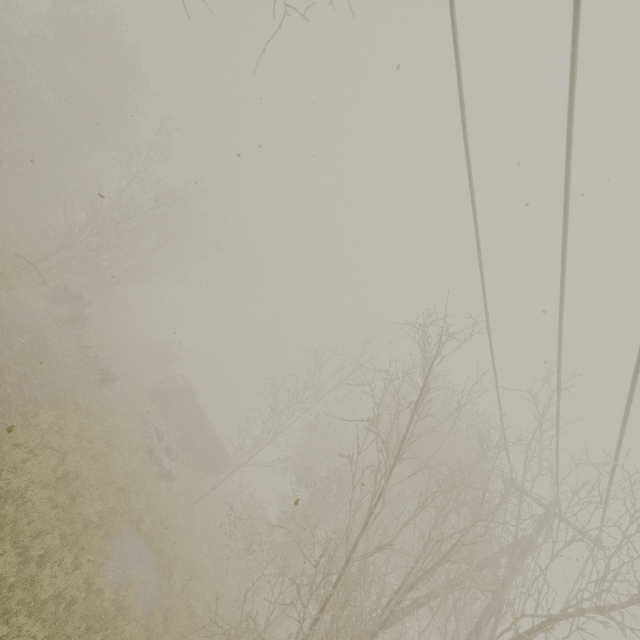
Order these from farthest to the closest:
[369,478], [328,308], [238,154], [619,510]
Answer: [369,478] → [328,308] → [619,510] → [238,154]

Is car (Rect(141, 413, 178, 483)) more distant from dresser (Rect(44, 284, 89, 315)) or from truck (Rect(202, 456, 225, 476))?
dresser (Rect(44, 284, 89, 315))

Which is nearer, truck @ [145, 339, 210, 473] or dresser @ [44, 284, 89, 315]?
dresser @ [44, 284, 89, 315]

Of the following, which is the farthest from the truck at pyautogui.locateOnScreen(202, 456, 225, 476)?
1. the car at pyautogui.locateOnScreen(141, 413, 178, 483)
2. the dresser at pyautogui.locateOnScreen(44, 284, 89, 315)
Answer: the dresser at pyautogui.locateOnScreen(44, 284, 89, 315)

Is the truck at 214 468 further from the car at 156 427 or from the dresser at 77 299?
the dresser at 77 299

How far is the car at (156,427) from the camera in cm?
1645

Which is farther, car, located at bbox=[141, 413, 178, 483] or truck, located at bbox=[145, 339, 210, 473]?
truck, located at bbox=[145, 339, 210, 473]
